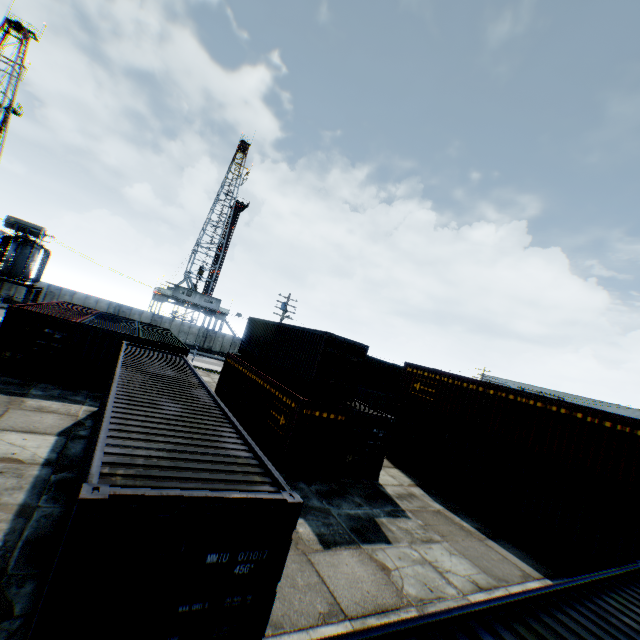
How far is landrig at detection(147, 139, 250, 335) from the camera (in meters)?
47.23

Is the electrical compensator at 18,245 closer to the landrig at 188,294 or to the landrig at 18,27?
the landrig at 188,294

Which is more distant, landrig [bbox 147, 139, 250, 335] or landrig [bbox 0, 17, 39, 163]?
landrig [bbox 147, 139, 250, 335]

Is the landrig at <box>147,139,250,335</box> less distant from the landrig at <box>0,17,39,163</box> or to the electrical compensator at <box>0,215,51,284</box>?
the landrig at <box>0,17,39,163</box>

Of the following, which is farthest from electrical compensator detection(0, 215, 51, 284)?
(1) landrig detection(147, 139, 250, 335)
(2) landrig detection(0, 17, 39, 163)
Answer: (2) landrig detection(0, 17, 39, 163)

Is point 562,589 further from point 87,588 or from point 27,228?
point 27,228

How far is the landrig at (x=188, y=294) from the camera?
47.2m
